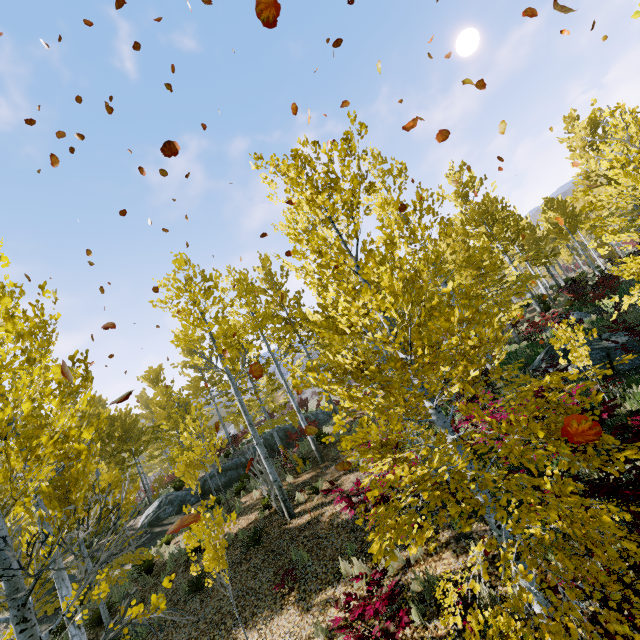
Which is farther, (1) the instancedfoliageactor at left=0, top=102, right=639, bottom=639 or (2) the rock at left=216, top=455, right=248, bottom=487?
(2) the rock at left=216, top=455, right=248, bottom=487

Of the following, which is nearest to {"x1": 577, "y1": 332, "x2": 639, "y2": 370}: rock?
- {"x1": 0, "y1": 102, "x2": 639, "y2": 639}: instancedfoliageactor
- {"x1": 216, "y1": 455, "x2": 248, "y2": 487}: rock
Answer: {"x1": 0, "y1": 102, "x2": 639, "y2": 639}: instancedfoliageactor

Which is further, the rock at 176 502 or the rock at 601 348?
the rock at 176 502

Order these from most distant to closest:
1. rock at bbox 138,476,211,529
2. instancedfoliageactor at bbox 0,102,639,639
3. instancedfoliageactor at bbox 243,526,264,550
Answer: rock at bbox 138,476,211,529 → instancedfoliageactor at bbox 243,526,264,550 → instancedfoliageactor at bbox 0,102,639,639

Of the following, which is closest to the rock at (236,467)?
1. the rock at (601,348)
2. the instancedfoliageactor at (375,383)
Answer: the instancedfoliageactor at (375,383)

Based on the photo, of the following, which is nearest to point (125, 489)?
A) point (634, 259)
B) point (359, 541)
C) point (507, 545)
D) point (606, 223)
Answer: point (507, 545)

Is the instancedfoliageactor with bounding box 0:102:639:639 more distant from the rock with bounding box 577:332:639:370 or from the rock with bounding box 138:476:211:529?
the rock with bounding box 577:332:639:370
